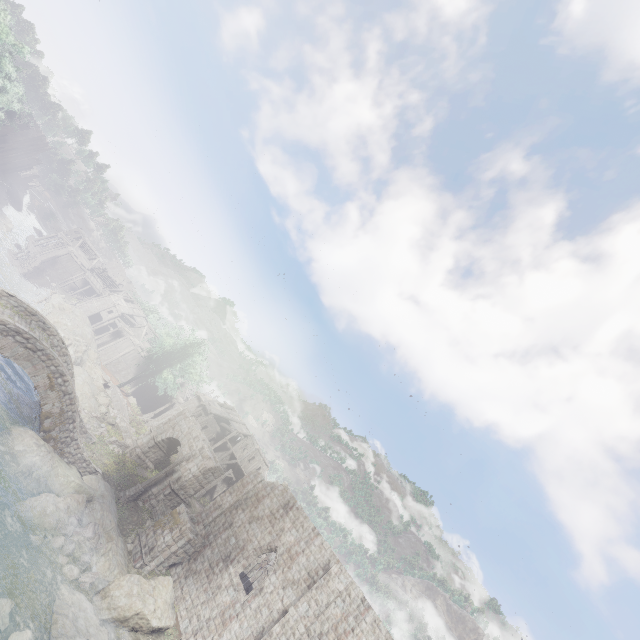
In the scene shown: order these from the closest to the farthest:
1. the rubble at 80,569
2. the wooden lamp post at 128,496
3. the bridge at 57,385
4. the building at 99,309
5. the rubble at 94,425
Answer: the rubble at 80,569 → the bridge at 57,385 → the wooden lamp post at 128,496 → the rubble at 94,425 → the building at 99,309

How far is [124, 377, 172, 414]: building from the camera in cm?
5106

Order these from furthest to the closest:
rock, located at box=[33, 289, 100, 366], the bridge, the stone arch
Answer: rock, located at box=[33, 289, 100, 366], the stone arch, the bridge

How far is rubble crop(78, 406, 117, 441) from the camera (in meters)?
28.25

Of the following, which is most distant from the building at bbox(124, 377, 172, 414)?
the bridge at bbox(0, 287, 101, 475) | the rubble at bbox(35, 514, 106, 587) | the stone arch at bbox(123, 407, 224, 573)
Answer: the bridge at bbox(0, 287, 101, 475)

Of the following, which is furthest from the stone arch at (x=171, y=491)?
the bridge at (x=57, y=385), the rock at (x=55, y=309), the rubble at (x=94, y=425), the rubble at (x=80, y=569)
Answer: the rock at (x=55, y=309)

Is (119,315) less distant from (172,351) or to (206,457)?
(172,351)

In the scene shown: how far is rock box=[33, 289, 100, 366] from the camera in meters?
40.8
